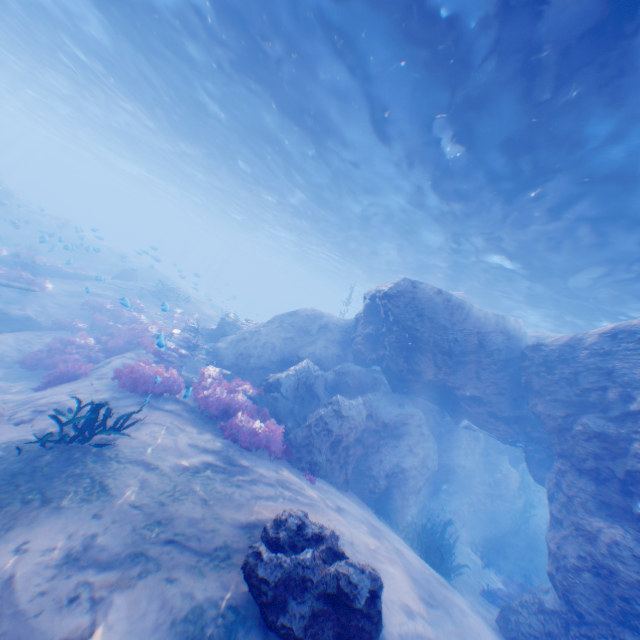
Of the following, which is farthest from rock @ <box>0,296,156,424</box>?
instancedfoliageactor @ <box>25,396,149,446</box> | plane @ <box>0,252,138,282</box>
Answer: instancedfoliageactor @ <box>25,396,149,446</box>

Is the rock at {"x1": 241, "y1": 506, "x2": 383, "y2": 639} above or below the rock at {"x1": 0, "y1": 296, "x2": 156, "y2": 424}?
above

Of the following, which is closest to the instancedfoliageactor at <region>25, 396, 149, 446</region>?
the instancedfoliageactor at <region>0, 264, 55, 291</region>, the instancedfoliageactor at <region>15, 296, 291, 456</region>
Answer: the instancedfoliageactor at <region>15, 296, 291, 456</region>

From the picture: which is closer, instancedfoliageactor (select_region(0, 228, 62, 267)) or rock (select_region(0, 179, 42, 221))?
rock (select_region(0, 179, 42, 221))

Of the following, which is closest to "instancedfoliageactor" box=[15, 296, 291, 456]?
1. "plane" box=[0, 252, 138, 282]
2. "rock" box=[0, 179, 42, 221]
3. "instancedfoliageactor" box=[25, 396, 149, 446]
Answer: "rock" box=[0, 179, 42, 221]

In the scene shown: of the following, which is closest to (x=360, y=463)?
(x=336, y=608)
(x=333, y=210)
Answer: (x=336, y=608)

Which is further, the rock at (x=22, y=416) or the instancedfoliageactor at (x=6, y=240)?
the instancedfoliageactor at (x=6, y=240)

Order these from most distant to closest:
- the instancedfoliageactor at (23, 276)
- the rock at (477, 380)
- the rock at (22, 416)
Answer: the instancedfoliageactor at (23, 276) < the rock at (22, 416) < the rock at (477, 380)
